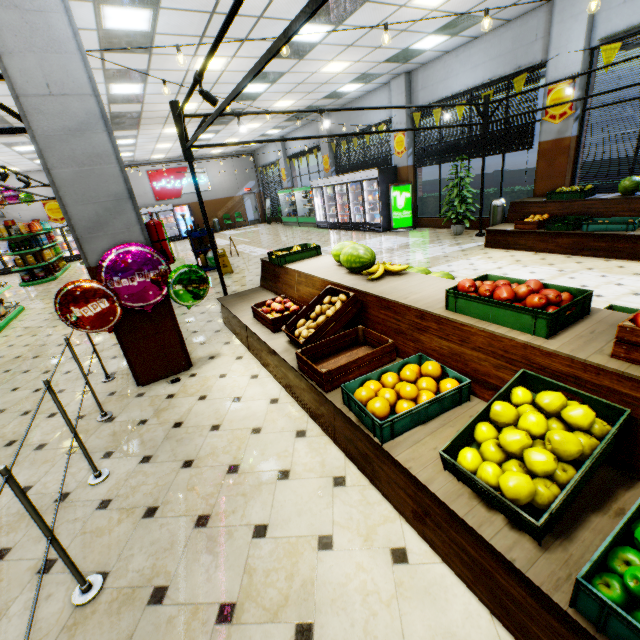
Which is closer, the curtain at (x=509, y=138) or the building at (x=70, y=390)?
the building at (x=70, y=390)

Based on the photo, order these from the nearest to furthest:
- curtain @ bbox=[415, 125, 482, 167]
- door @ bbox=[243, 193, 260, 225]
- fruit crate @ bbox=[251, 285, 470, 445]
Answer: fruit crate @ bbox=[251, 285, 470, 445] → curtain @ bbox=[415, 125, 482, 167] → door @ bbox=[243, 193, 260, 225]

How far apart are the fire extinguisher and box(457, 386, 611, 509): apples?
3.8 meters

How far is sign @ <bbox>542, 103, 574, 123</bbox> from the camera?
7.16m

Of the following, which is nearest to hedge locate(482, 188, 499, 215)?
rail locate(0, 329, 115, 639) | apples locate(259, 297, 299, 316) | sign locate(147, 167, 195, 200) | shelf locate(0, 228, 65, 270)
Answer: apples locate(259, 297, 299, 316)

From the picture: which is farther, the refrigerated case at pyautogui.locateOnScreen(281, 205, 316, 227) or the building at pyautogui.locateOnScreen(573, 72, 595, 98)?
the refrigerated case at pyautogui.locateOnScreen(281, 205, 316, 227)

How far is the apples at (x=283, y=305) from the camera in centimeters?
396cm

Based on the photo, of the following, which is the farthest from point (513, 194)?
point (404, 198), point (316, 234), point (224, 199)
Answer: point (224, 199)
